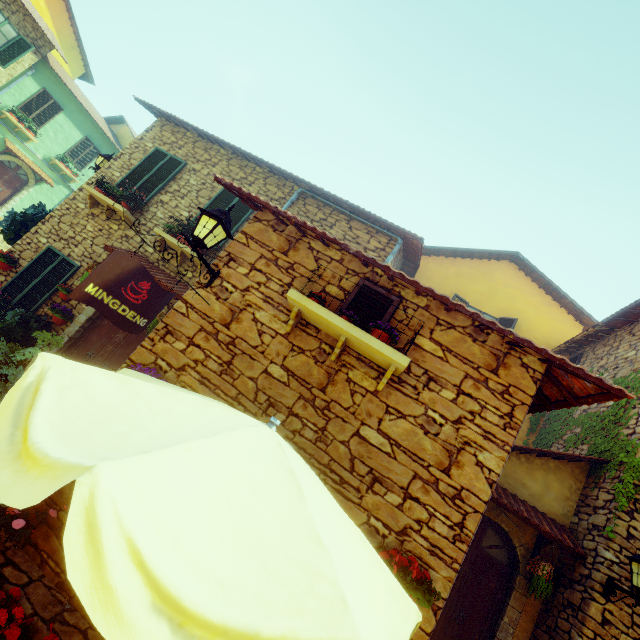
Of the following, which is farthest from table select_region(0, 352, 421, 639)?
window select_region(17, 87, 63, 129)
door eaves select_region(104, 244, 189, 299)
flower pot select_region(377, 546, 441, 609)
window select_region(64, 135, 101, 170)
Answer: window select_region(64, 135, 101, 170)

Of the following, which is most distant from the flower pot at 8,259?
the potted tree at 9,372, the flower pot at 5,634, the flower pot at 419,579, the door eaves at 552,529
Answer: the door eaves at 552,529

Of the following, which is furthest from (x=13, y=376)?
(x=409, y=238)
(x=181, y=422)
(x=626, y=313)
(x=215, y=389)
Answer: (x=626, y=313)

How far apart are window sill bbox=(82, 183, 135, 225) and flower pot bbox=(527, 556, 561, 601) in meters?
10.8 m

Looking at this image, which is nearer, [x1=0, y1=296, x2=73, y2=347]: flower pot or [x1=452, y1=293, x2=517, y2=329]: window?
[x1=0, y1=296, x2=73, y2=347]: flower pot

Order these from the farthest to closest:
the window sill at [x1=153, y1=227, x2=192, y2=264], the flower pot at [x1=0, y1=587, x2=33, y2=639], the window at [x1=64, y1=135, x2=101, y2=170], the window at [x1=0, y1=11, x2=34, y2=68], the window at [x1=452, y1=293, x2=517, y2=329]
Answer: the window at [x1=64, y1=135, x2=101, y2=170]
the window at [x1=0, y1=11, x2=34, y2=68]
the window at [x1=452, y1=293, x2=517, y2=329]
the window sill at [x1=153, y1=227, x2=192, y2=264]
the flower pot at [x1=0, y1=587, x2=33, y2=639]

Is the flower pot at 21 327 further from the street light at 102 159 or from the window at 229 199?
the street light at 102 159

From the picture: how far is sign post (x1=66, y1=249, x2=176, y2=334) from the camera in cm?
278
